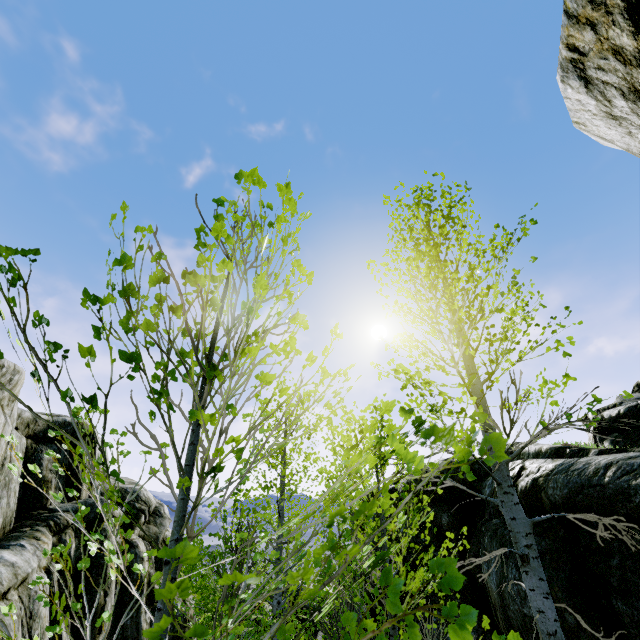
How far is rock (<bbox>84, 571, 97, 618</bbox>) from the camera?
11.3 meters

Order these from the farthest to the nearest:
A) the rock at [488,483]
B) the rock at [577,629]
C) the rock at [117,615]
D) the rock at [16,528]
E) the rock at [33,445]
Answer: the rock at [117,615]
the rock at [33,445]
the rock at [16,528]
the rock at [488,483]
the rock at [577,629]

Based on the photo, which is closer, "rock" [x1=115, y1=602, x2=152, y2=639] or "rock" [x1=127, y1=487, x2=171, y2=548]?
"rock" [x1=115, y1=602, x2=152, y2=639]

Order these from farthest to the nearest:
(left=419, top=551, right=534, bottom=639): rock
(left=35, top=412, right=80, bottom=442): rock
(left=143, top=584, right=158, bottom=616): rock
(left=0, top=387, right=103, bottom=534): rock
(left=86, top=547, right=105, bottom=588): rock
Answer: (left=143, top=584, right=158, bottom=616): rock, (left=35, top=412, right=80, bottom=442): rock, (left=86, top=547, right=105, bottom=588): rock, (left=0, top=387, right=103, bottom=534): rock, (left=419, top=551, right=534, bottom=639): rock

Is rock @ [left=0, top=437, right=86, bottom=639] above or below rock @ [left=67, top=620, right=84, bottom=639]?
above

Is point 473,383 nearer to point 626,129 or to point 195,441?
point 195,441

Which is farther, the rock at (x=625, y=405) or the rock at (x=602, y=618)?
the rock at (x=625, y=405)
